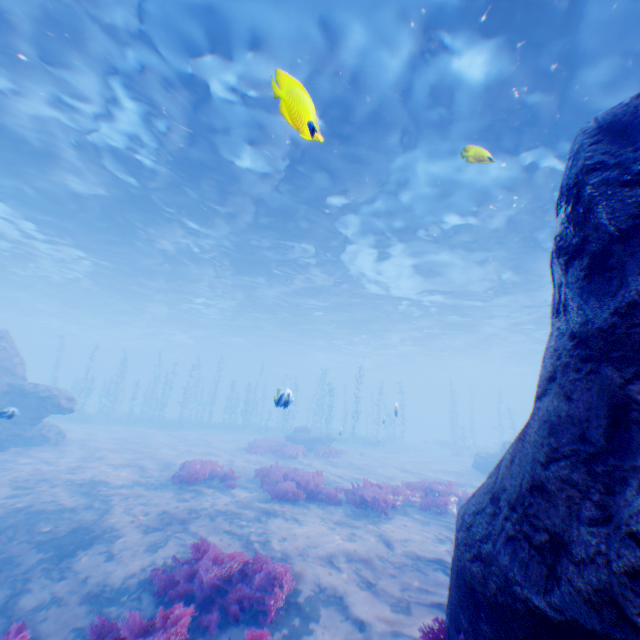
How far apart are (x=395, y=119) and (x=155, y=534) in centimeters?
1389cm

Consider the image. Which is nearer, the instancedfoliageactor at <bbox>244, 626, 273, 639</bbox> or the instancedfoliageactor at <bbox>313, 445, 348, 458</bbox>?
the instancedfoliageactor at <bbox>244, 626, 273, 639</bbox>

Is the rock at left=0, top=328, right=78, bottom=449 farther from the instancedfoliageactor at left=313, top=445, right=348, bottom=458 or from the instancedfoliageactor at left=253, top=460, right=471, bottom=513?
the instancedfoliageactor at left=313, top=445, right=348, bottom=458

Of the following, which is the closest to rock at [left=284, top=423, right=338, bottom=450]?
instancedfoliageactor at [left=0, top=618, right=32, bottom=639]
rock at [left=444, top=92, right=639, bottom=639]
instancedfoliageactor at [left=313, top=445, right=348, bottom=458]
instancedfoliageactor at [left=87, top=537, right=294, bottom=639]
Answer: instancedfoliageactor at [left=313, top=445, right=348, bottom=458]

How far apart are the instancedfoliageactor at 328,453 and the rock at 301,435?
2.5m

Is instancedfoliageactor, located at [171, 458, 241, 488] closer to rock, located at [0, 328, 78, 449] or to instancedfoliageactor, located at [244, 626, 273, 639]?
rock, located at [0, 328, 78, 449]

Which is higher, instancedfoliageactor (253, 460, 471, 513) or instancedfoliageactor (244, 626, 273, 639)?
instancedfoliageactor (253, 460, 471, 513)

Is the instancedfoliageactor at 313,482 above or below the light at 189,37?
below
